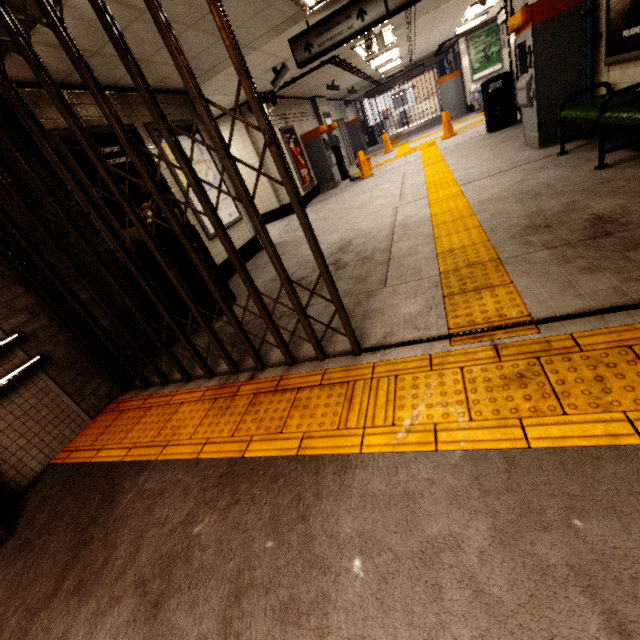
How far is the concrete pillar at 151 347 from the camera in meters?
3.8

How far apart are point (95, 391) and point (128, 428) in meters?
0.8

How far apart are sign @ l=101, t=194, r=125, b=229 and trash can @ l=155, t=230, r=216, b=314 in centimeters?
8cm

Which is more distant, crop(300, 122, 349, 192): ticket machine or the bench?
crop(300, 122, 349, 192): ticket machine

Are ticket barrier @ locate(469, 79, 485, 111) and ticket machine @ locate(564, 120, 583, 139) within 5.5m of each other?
no

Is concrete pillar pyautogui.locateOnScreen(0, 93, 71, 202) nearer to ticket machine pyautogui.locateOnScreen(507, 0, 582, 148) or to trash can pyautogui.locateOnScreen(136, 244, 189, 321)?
trash can pyautogui.locateOnScreen(136, 244, 189, 321)

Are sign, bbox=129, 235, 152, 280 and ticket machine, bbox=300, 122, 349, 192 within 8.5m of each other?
yes

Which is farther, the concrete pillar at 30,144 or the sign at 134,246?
the sign at 134,246
